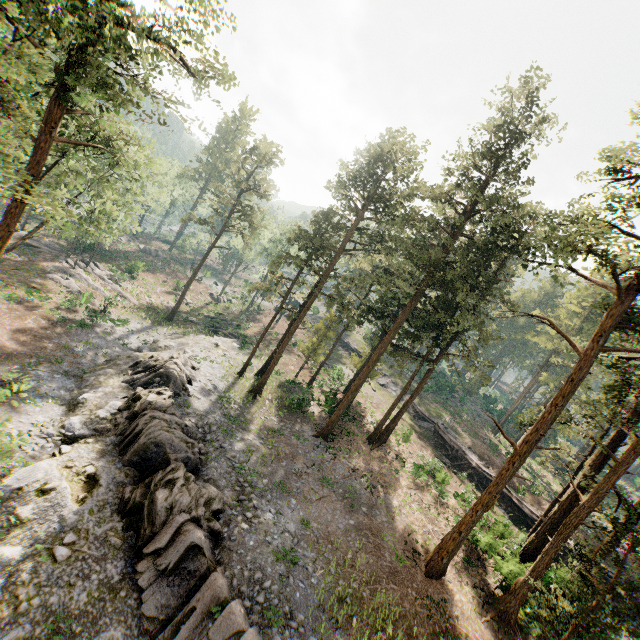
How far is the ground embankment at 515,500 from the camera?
28.3 meters

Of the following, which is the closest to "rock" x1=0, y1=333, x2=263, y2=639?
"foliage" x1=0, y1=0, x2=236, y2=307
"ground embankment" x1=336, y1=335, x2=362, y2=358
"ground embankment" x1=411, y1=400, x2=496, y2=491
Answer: "foliage" x1=0, y1=0, x2=236, y2=307

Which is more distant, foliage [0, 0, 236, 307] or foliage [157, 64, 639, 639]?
foliage [157, 64, 639, 639]

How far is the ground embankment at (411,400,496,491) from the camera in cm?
3145

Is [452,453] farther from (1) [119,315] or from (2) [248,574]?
(1) [119,315]

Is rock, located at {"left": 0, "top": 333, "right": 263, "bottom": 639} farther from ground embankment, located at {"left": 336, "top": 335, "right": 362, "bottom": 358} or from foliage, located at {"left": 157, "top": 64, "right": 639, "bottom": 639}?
ground embankment, located at {"left": 336, "top": 335, "right": 362, "bottom": 358}

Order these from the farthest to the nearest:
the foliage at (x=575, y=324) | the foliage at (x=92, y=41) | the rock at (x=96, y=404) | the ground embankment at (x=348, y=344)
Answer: the ground embankment at (x=348, y=344) → the foliage at (x=575, y=324) → the rock at (x=96, y=404) → the foliage at (x=92, y=41)
